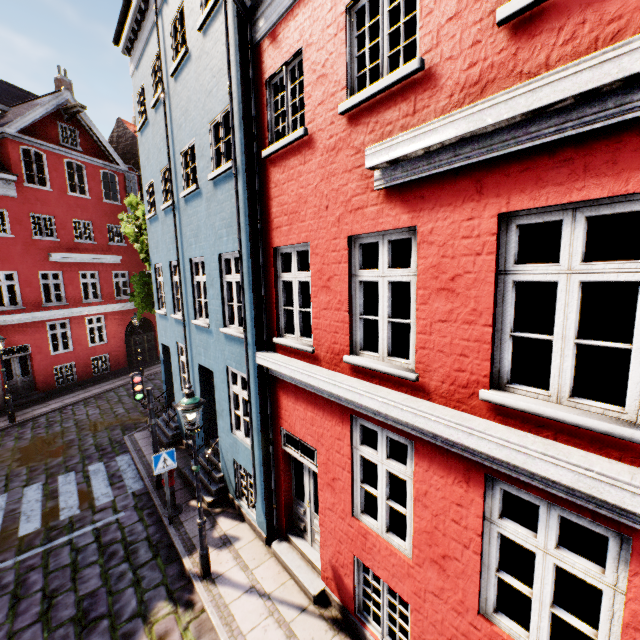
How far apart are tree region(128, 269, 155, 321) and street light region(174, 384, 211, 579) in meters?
10.4 m

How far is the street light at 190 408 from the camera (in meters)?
5.84

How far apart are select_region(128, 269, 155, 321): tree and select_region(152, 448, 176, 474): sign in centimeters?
893cm

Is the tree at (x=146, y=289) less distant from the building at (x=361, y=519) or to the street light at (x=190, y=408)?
the building at (x=361, y=519)

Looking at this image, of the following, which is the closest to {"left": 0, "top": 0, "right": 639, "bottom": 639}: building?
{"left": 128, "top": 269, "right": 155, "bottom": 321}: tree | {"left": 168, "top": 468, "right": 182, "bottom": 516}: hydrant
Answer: {"left": 168, "top": 468, "right": 182, "bottom": 516}: hydrant

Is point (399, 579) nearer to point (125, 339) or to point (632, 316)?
point (632, 316)

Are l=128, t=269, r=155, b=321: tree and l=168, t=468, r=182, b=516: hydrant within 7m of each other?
no

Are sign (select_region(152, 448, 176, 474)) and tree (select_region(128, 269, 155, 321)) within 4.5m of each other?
no
